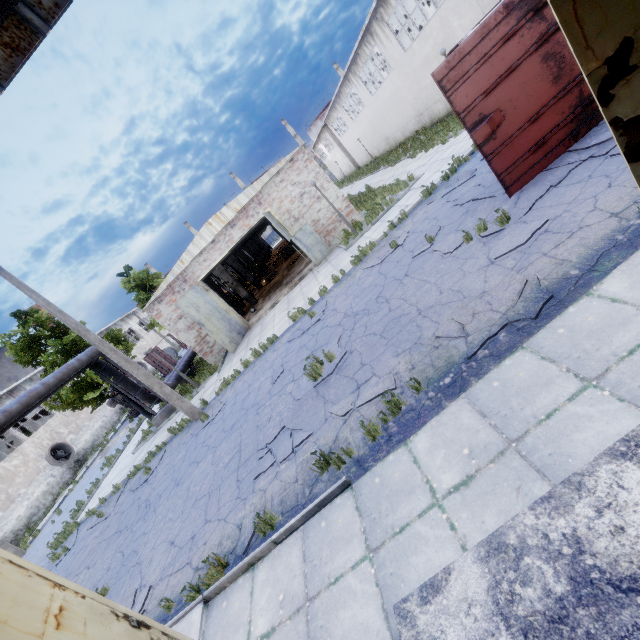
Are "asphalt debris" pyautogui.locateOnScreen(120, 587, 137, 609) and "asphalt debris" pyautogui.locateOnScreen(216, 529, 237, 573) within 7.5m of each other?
yes

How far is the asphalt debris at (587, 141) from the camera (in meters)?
6.02

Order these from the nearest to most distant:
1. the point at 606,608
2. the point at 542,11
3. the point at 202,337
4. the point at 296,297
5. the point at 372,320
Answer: the point at 606,608 → the point at 542,11 → the point at 372,320 → the point at 296,297 → the point at 202,337

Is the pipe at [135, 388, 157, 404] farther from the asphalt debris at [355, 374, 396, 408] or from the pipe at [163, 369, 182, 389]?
the asphalt debris at [355, 374, 396, 408]

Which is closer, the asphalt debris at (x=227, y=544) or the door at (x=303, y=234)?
the asphalt debris at (x=227, y=544)

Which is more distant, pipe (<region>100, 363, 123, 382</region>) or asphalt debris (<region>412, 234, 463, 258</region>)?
pipe (<region>100, 363, 123, 382</region>)

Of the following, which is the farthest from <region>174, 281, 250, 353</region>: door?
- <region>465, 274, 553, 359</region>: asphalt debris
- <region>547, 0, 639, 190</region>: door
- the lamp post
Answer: <region>547, 0, 639, 190</region>: door

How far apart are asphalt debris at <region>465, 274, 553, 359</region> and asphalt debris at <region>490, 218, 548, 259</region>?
0.7 meters
